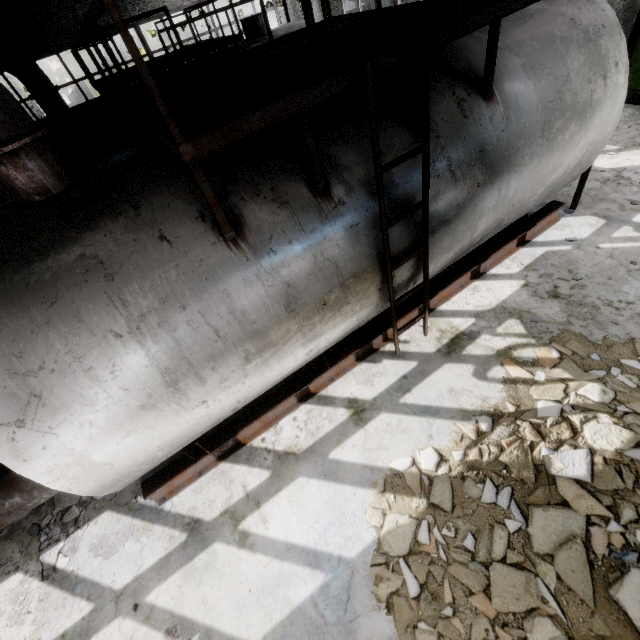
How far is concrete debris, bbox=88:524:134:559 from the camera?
4.4 meters

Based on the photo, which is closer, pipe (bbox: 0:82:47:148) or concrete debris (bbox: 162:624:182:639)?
pipe (bbox: 0:82:47:148)

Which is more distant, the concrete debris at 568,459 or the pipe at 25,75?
the pipe at 25,75

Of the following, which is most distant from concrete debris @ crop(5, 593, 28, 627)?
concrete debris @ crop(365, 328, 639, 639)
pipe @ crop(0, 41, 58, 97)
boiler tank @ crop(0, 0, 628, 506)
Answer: pipe @ crop(0, 41, 58, 97)

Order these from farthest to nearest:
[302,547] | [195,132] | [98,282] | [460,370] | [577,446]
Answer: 1. [460,370]
2. [302,547]
3. [577,446]
4. [98,282]
5. [195,132]

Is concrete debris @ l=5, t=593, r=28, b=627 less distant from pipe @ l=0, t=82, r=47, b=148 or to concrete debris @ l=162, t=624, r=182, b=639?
concrete debris @ l=162, t=624, r=182, b=639

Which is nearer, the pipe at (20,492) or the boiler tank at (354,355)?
the boiler tank at (354,355)
